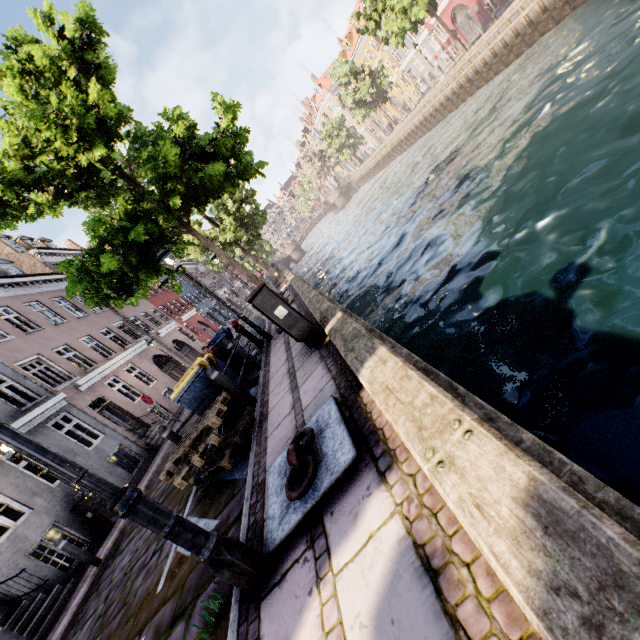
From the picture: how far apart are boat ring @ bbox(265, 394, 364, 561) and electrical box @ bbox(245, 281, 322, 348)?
1.97m

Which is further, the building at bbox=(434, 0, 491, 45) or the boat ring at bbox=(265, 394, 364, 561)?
the building at bbox=(434, 0, 491, 45)

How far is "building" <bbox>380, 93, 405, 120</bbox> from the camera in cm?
4809

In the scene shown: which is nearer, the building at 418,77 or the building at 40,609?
the building at 40,609

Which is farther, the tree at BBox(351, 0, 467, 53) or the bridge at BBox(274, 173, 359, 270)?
the bridge at BBox(274, 173, 359, 270)

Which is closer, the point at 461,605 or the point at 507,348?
the point at 461,605

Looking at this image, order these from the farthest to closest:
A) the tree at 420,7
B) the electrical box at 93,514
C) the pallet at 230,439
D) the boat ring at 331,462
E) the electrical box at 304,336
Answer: the tree at 420,7 → the electrical box at 93,514 → the electrical box at 304,336 → the pallet at 230,439 → the boat ring at 331,462

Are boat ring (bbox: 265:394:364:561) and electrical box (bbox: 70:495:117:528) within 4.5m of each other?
no
